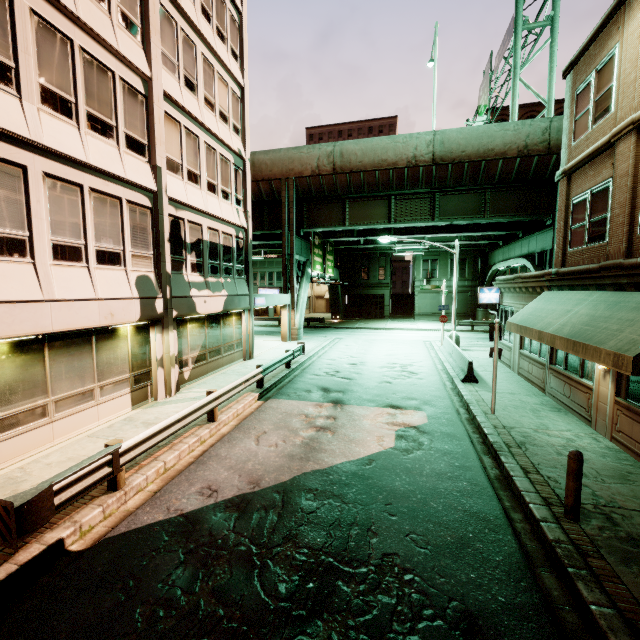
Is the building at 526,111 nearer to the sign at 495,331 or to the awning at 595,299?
the awning at 595,299

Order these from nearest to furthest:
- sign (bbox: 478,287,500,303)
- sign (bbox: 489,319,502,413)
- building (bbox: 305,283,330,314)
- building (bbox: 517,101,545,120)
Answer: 1. sign (bbox: 489,319,502,413)
2. sign (bbox: 478,287,500,303)
3. building (bbox: 517,101,545,120)
4. building (bbox: 305,283,330,314)

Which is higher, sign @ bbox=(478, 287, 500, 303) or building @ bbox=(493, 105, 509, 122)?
building @ bbox=(493, 105, 509, 122)

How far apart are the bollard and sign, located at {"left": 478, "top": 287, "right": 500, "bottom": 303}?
14.00m

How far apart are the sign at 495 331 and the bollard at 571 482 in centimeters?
479cm

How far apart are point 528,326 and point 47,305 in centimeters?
1374cm

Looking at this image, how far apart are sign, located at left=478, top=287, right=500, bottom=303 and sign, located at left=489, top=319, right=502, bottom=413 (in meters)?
8.85

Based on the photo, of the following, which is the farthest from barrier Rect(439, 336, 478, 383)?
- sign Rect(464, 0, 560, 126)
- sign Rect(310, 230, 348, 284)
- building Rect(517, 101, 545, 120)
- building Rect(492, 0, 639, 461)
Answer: building Rect(517, 101, 545, 120)
